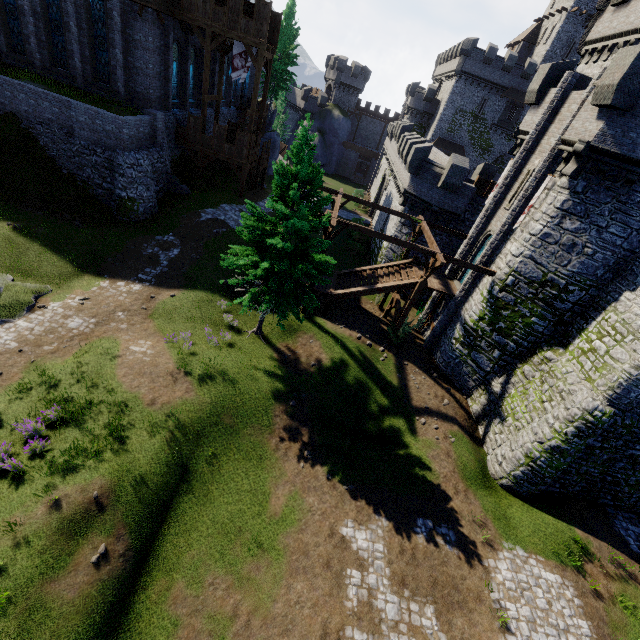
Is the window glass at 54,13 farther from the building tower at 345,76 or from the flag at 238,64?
the building tower at 345,76

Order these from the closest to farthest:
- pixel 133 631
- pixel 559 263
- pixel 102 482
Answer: pixel 133 631, pixel 102 482, pixel 559 263

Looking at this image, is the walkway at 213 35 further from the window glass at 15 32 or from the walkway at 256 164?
the window glass at 15 32

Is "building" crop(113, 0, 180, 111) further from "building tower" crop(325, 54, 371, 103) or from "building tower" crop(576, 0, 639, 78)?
"building tower" crop(576, 0, 639, 78)

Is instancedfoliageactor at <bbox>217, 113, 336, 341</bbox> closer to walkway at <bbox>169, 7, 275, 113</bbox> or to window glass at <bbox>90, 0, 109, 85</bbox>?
walkway at <bbox>169, 7, 275, 113</bbox>

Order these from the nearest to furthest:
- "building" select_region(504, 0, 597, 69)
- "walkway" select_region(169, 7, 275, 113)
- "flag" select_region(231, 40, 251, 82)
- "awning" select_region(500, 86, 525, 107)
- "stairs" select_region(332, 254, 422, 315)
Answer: "stairs" select_region(332, 254, 422, 315)
"walkway" select_region(169, 7, 275, 113)
"flag" select_region(231, 40, 251, 82)
"building" select_region(504, 0, 597, 69)
"awning" select_region(500, 86, 525, 107)

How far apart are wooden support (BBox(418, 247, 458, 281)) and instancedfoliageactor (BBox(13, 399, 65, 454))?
18.0 meters

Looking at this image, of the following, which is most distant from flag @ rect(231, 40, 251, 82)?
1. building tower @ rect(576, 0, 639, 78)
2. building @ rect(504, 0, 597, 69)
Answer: building @ rect(504, 0, 597, 69)
